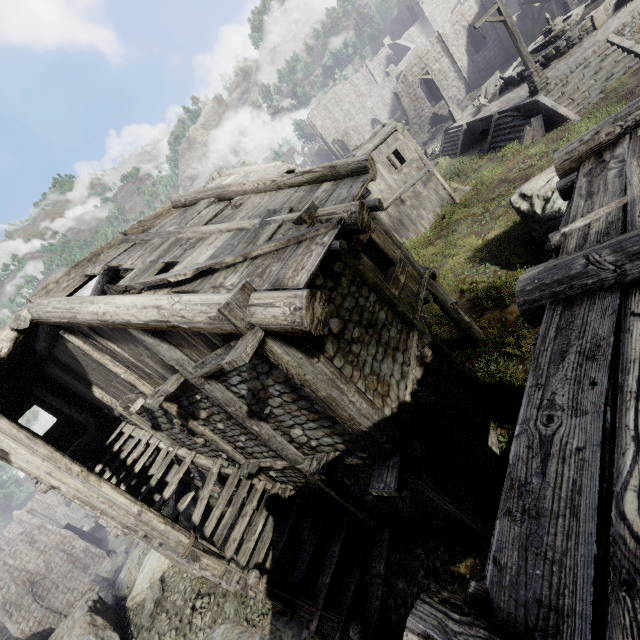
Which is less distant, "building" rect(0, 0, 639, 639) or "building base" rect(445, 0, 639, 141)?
"building" rect(0, 0, 639, 639)

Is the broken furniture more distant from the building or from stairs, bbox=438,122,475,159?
the building

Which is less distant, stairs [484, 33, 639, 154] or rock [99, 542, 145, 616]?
rock [99, 542, 145, 616]

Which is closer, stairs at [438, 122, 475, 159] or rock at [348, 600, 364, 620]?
rock at [348, 600, 364, 620]

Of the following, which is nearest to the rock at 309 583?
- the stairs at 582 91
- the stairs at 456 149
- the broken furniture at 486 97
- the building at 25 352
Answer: the building at 25 352

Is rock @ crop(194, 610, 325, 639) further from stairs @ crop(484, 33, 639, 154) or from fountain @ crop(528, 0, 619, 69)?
fountain @ crop(528, 0, 619, 69)

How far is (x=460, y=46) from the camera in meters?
36.2 m

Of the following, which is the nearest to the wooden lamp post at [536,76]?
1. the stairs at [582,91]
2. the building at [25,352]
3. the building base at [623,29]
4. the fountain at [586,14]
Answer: the building base at [623,29]
